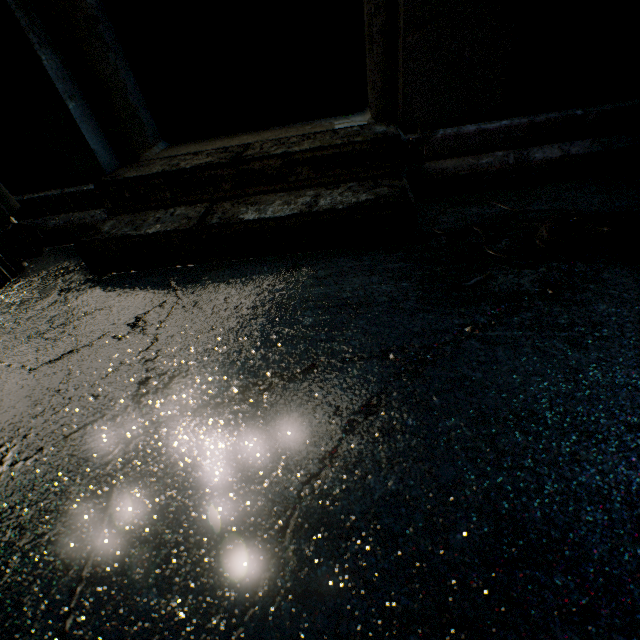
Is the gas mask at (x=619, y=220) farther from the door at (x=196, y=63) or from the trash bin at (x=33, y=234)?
the trash bin at (x=33, y=234)

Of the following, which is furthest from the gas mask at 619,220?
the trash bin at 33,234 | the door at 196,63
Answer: the trash bin at 33,234

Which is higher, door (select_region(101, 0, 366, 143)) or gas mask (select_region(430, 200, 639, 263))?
door (select_region(101, 0, 366, 143))

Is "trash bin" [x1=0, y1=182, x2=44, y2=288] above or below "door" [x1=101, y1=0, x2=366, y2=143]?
below

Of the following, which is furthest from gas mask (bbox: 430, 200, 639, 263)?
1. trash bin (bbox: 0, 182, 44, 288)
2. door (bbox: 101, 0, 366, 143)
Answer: trash bin (bbox: 0, 182, 44, 288)

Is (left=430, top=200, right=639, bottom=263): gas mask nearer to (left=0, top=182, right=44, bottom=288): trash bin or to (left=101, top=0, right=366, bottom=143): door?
(left=101, top=0, right=366, bottom=143): door

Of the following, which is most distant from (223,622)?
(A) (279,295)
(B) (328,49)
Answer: (B) (328,49)
